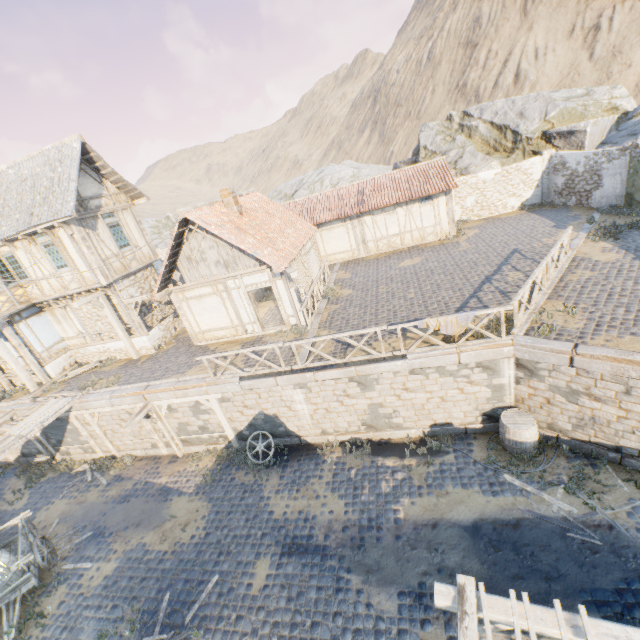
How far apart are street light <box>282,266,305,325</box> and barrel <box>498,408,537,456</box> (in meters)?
7.54

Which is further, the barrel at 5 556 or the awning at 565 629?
the barrel at 5 556

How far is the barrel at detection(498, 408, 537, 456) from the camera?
9.30m

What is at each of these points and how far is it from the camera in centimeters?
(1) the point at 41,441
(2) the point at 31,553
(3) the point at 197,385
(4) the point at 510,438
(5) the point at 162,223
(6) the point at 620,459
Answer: (1) wooden structure, 1547cm
(2) wagon, 1041cm
(3) stone blocks, 1214cm
(4) barrel, 955cm
(5) rock, 4366cm
(6) stone blocks, 866cm

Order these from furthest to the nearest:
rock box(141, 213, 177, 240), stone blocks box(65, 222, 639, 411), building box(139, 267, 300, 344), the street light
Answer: rock box(141, 213, 177, 240), building box(139, 267, 300, 344), the street light, stone blocks box(65, 222, 639, 411)

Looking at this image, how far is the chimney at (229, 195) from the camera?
14.0 meters

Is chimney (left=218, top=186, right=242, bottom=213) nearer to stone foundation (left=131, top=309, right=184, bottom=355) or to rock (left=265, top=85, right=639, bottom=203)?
stone foundation (left=131, top=309, right=184, bottom=355)

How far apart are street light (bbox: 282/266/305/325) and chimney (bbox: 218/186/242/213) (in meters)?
3.51
